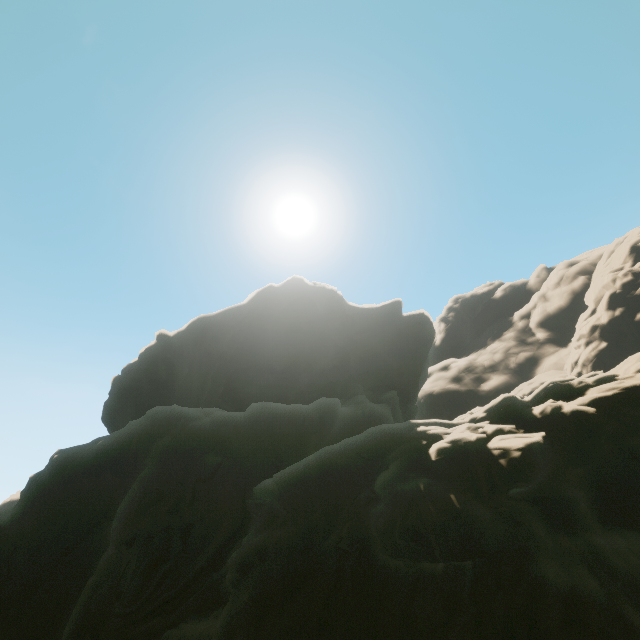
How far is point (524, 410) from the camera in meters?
15.5 m
